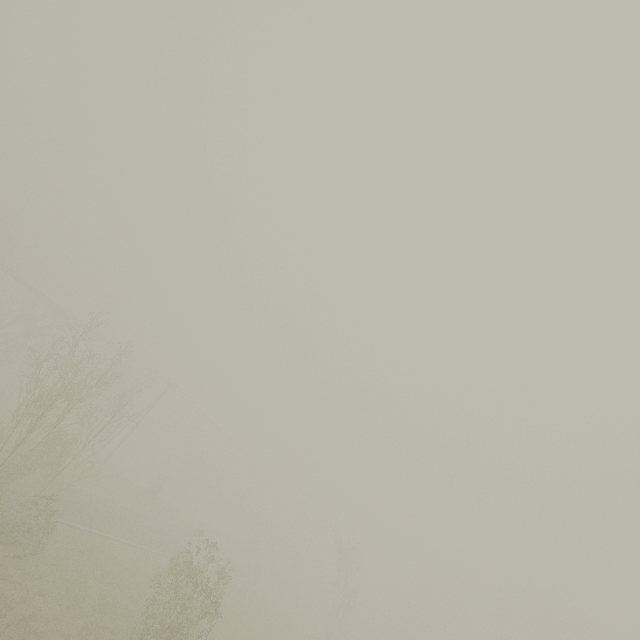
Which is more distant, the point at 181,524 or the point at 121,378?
the point at 121,378
